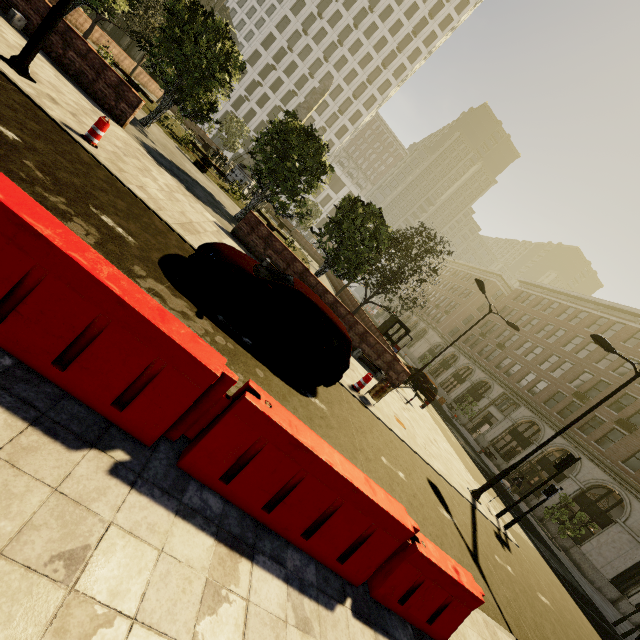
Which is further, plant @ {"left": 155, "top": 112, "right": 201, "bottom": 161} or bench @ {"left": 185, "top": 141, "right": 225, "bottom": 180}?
plant @ {"left": 155, "top": 112, "right": 201, "bottom": 161}

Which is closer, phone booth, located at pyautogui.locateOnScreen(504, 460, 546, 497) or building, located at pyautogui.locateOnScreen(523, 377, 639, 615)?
building, located at pyautogui.locateOnScreen(523, 377, 639, 615)

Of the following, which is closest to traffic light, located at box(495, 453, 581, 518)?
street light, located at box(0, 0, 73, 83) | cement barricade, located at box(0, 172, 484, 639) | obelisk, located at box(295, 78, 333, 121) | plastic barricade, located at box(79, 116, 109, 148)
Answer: cement barricade, located at box(0, 172, 484, 639)

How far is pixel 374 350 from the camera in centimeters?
1482cm

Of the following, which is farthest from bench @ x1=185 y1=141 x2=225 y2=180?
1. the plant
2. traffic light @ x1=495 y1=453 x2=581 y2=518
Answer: traffic light @ x1=495 y1=453 x2=581 y2=518

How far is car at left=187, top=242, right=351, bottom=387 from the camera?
6.1 meters

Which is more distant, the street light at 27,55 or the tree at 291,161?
the tree at 291,161

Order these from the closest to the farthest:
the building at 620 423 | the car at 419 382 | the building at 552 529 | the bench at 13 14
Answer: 1. the bench at 13 14
2. the building at 620 423
3. the car at 419 382
4. the building at 552 529
